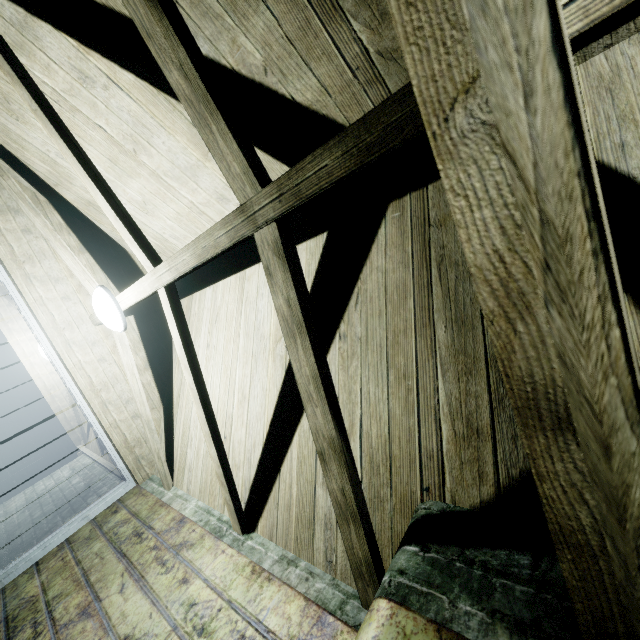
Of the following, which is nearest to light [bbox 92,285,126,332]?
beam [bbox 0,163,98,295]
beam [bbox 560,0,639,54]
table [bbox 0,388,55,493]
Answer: beam [bbox 0,163,98,295]

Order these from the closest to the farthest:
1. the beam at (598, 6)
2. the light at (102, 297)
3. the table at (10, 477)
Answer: the beam at (598, 6), the light at (102, 297), the table at (10, 477)

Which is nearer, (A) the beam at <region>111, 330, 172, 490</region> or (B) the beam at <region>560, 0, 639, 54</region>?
(B) the beam at <region>560, 0, 639, 54</region>

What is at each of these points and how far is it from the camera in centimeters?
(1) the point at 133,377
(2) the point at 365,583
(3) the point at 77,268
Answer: (1) beam, 243cm
(2) beam, 115cm
(3) beam, 228cm

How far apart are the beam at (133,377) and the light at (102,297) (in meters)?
0.03

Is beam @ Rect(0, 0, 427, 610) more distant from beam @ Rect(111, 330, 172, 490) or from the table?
the table

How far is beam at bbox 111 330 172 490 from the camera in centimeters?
242cm
